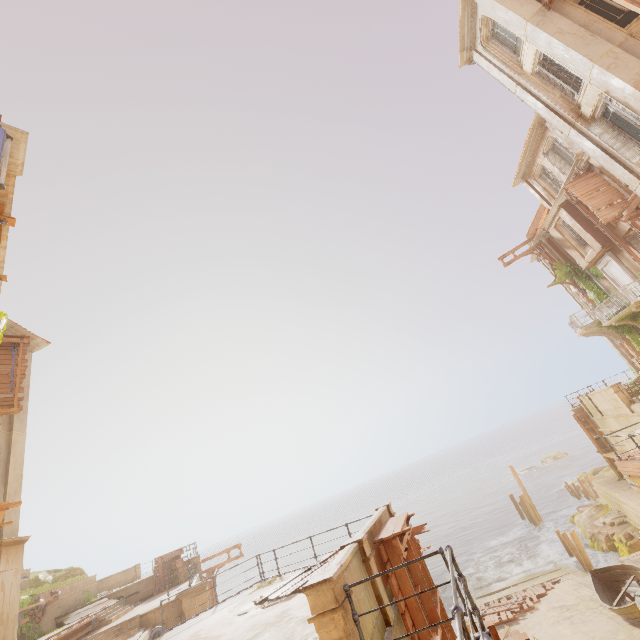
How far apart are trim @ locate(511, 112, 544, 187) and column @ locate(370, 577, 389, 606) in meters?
25.0

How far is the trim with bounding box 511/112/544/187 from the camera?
20.51m

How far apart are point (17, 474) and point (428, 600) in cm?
1522

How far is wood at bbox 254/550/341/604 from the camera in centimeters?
1008cm

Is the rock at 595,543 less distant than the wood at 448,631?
No

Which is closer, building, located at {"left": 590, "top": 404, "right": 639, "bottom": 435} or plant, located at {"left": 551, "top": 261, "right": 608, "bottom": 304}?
building, located at {"left": 590, "top": 404, "right": 639, "bottom": 435}

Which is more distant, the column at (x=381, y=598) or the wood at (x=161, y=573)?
the wood at (x=161, y=573)

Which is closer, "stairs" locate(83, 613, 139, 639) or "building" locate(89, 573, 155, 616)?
"stairs" locate(83, 613, 139, 639)
